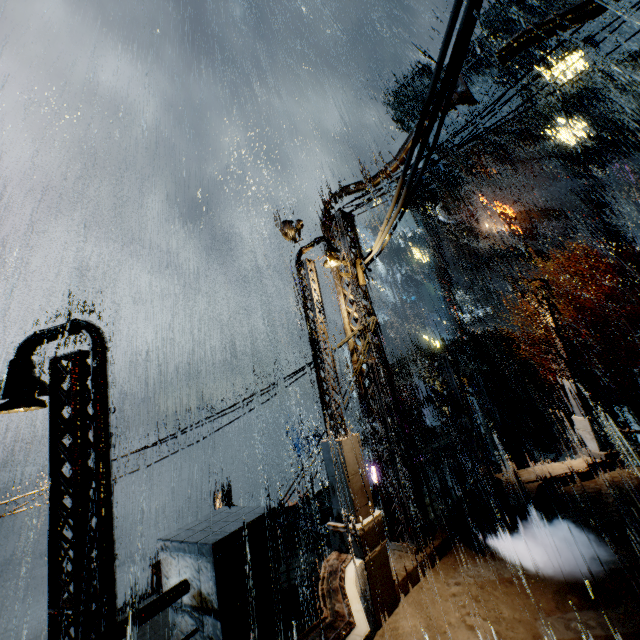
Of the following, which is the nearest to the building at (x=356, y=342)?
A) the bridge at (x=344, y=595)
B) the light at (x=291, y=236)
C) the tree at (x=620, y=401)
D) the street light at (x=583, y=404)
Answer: the bridge at (x=344, y=595)

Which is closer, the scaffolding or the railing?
the railing

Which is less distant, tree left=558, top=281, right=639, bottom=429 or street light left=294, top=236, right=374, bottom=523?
street light left=294, top=236, right=374, bottom=523

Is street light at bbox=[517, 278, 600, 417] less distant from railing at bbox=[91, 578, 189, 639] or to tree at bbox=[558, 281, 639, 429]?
tree at bbox=[558, 281, 639, 429]

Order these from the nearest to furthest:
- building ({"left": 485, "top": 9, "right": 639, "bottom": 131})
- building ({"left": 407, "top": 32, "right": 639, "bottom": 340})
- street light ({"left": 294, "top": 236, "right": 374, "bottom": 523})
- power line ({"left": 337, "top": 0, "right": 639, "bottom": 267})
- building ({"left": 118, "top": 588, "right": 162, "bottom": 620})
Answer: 1. power line ({"left": 337, "top": 0, "right": 639, "bottom": 267})
2. street light ({"left": 294, "top": 236, "right": 374, "bottom": 523})
3. building ({"left": 118, "top": 588, "right": 162, "bottom": 620})
4. building ({"left": 407, "top": 32, "right": 639, "bottom": 340})
5. building ({"left": 485, "top": 9, "right": 639, "bottom": 131})

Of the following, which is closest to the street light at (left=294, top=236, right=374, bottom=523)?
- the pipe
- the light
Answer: the light

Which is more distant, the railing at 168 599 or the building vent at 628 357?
the building vent at 628 357

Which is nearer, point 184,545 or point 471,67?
point 184,545
